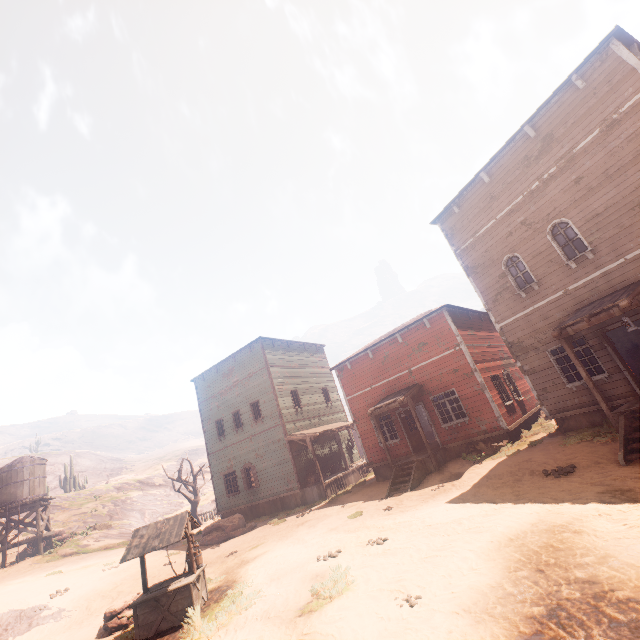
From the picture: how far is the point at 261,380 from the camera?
22.4 meters

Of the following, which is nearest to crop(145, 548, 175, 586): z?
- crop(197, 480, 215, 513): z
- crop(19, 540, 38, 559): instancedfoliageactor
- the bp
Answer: the bp

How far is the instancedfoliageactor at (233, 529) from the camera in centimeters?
1740cm

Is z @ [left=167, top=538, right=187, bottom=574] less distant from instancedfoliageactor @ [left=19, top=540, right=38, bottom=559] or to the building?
the building

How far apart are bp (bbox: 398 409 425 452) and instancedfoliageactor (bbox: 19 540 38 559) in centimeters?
2869cm

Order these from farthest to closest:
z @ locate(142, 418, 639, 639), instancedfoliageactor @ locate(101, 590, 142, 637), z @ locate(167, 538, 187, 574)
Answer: z @ locate(167, 538, 187, 574), instancedfoliageactor @ locate(101, 590, 142, 637), z @ locate(142, 418, 639, 639)

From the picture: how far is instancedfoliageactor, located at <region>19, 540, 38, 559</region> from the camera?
24.1m

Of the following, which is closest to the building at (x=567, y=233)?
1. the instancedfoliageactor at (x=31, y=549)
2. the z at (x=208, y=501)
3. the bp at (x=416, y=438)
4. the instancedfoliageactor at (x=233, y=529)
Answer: the bp at (x=416, y=438)
